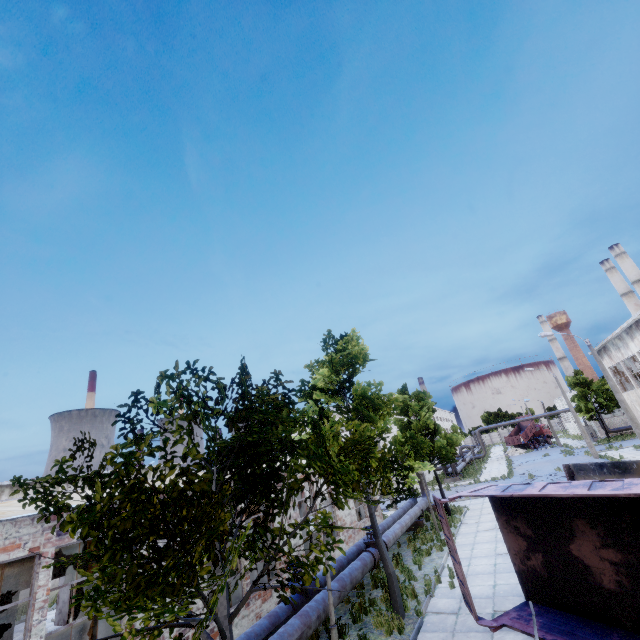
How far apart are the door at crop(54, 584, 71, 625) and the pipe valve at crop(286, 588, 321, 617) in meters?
14.2

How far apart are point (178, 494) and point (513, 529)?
10.14m

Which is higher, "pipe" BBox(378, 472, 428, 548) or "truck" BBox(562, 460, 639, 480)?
"truck" BBox(562, 460, 639, 480)

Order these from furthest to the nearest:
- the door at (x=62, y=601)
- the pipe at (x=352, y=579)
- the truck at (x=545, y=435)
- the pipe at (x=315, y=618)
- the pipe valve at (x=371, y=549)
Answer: the truck at (x=545, y=435) < the door at (x=62, y=601) < the pipe valve at (x=371, y=549) < the pipe at (x=352, y=579) < the pipe at (x=315, y=618)

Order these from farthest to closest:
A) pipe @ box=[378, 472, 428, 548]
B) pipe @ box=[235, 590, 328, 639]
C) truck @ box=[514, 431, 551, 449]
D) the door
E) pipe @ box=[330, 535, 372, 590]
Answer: truck @ box=[514, 431, 551, 449], the door, pipe @ box=[378, 472, 428, 548], pipe @ box=[330, 535, 372, 590], pipe @ box=[235, 590, 328, 639]

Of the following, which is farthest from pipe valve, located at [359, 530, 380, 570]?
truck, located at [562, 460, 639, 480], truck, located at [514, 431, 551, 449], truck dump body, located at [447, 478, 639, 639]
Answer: truck, located at [514, 431, 551, 449]

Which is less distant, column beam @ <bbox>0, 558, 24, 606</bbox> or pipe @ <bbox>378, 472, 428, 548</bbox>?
column beam @ <bbox>0, 558, 24, 606</bbox>

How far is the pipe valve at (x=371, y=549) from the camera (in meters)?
12.73
